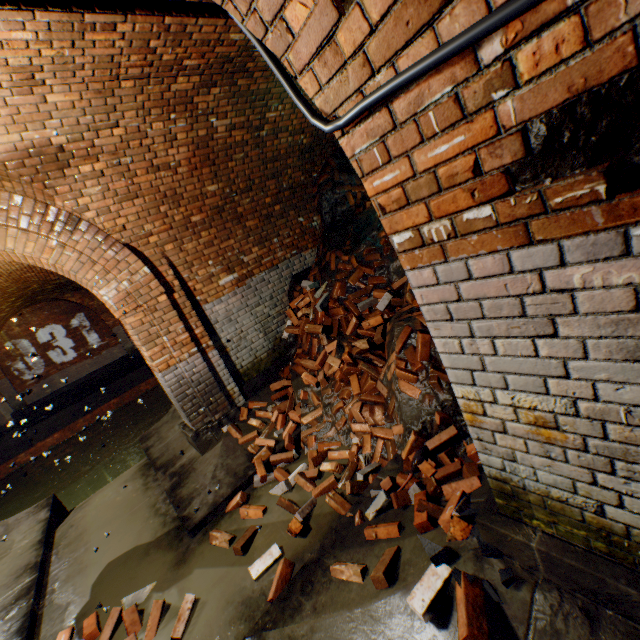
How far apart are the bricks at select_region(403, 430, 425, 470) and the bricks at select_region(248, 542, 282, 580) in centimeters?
71cm

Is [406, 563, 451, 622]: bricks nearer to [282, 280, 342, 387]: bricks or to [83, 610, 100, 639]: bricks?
[83, 610, 100, 639]: bricks

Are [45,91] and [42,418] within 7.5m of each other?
no

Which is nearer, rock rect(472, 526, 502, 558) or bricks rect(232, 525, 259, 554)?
rock rect(472, 526, 502, 558)

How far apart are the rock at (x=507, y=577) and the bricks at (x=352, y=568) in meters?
0.0 m

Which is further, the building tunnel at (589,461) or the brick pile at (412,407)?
the brick pile at (412,407)

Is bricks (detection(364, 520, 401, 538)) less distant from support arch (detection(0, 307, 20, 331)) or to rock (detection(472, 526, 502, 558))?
rock (detection(472, 526, 502, 558))

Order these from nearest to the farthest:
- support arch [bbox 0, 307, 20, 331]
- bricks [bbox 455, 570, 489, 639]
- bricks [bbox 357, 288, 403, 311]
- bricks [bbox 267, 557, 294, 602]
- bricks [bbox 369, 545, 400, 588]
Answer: bricks [bbox 455, 570, 489, 639] → bricks [bbox 369, 545, 400, 588] → bricks [bbox 267, 557, 294, 602] → bricks [bbox 357, 288, 403, 311] → support arch [bbox 0, 307, 20, 331]
